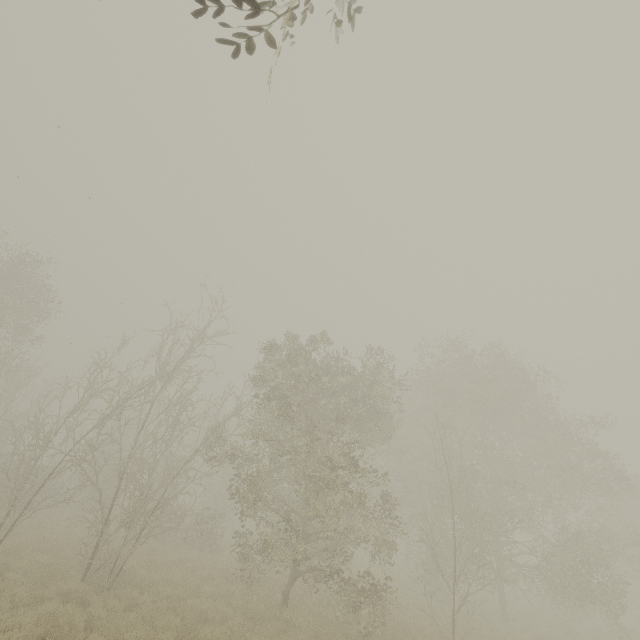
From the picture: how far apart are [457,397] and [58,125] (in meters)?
22.69
